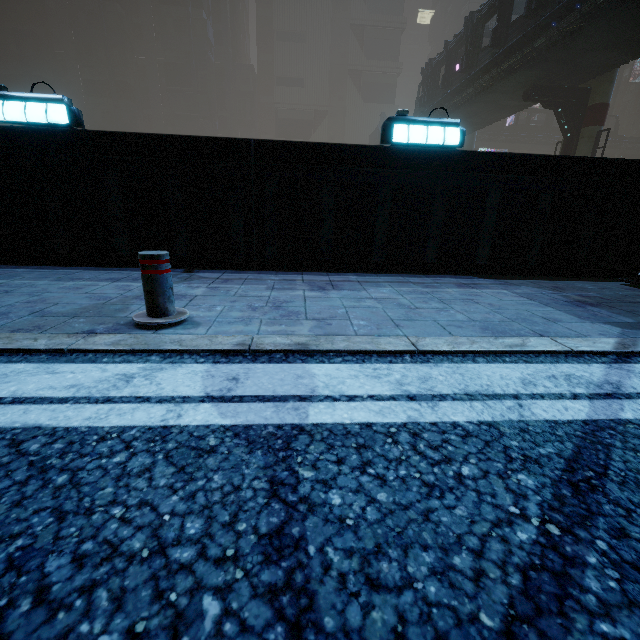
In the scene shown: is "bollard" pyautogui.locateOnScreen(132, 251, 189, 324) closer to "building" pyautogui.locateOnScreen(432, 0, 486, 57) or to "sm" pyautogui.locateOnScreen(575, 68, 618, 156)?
"building" pyautogui.locateOnScreen(432, 0, 486, 57)

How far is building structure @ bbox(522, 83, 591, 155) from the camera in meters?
17.6 m

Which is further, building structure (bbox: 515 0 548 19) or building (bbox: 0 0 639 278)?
building structure (bbox: 515 0 548 19)

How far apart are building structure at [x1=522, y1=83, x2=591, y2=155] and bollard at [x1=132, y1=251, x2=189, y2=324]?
22.84m

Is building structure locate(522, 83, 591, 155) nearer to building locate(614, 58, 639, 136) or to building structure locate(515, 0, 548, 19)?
building structure locate(515, 0, 548, 19)

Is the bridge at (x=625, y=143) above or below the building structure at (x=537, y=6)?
above

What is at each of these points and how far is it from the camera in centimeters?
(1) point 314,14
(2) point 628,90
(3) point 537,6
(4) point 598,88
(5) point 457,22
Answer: (1) building, 4972cm
(2) building, 5741cm
(3) building structure, 1351cm
(4) sm, 1730cm
(5) building, 5059cm

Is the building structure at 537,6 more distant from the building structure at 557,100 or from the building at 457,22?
the building at 457,22
